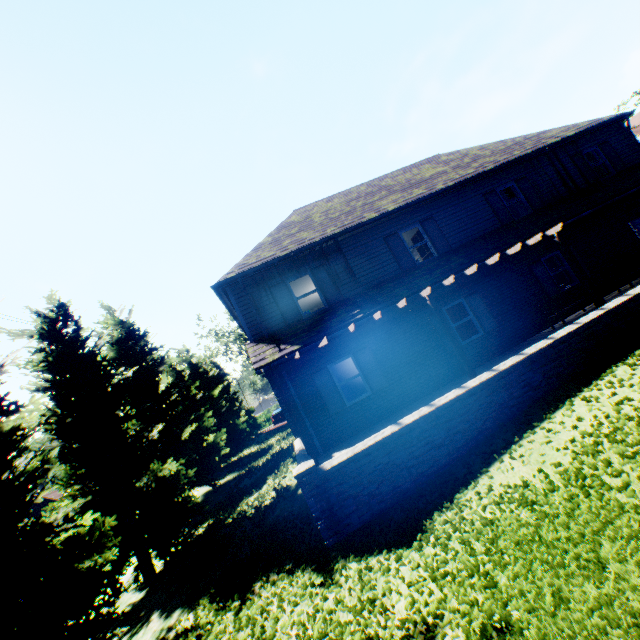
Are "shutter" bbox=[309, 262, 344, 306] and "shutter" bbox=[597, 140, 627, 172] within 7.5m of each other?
no

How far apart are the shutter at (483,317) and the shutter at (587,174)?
7.8m

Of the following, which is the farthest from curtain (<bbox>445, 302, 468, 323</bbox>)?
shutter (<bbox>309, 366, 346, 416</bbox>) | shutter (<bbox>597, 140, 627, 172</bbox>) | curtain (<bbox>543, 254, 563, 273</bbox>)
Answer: shutter (<bbox>597, 140, 627, 172</bbox>)

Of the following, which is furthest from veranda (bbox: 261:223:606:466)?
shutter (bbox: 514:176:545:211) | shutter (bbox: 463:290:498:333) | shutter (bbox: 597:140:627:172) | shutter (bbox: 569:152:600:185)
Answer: shutter (bbox: 597:140:627:172)

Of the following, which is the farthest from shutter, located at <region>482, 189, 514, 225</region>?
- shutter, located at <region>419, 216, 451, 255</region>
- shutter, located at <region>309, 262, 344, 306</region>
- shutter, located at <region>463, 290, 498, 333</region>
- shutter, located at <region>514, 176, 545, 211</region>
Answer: shutter, located at <region>309, 262, 344, 306</region>

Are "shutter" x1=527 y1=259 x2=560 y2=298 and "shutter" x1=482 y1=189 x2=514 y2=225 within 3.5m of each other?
yes

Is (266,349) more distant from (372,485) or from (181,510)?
(181,510)

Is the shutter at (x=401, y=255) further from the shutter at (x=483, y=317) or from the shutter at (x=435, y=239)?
the shutter at (x=483, y=317)
